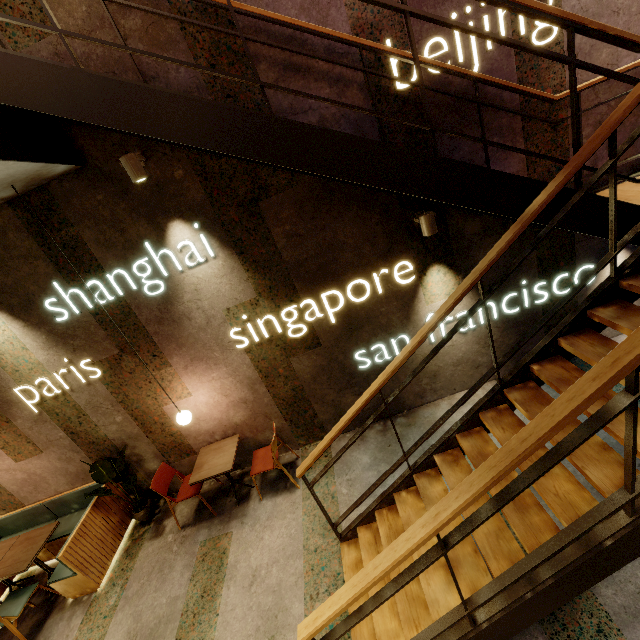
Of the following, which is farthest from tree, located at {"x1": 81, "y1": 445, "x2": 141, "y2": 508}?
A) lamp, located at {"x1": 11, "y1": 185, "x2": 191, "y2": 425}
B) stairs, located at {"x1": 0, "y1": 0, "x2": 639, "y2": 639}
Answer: stairs, located at {"x1": 0, "y1": 0, "x2": 639, "y2": 639}

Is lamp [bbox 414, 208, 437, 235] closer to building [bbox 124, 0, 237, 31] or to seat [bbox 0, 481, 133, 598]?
building [bbox 124, 0, 237, 31]

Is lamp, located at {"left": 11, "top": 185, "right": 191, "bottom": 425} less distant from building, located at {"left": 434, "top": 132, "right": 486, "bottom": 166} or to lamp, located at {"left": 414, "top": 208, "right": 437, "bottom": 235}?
building, located at {"left": 434, "top": 132, "right": 486, "bottom": 166}

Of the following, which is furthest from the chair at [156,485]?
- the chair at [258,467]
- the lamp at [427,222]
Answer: the lamp at [427,222]

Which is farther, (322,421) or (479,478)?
(322,421)

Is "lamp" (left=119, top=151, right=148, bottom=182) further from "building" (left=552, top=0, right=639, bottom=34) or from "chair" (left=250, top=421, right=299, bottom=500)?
"chair" (left=250, top=421, right=299, bottom=500)

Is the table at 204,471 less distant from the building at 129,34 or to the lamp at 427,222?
the building at 129,34

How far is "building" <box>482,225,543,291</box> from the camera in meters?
4.0
